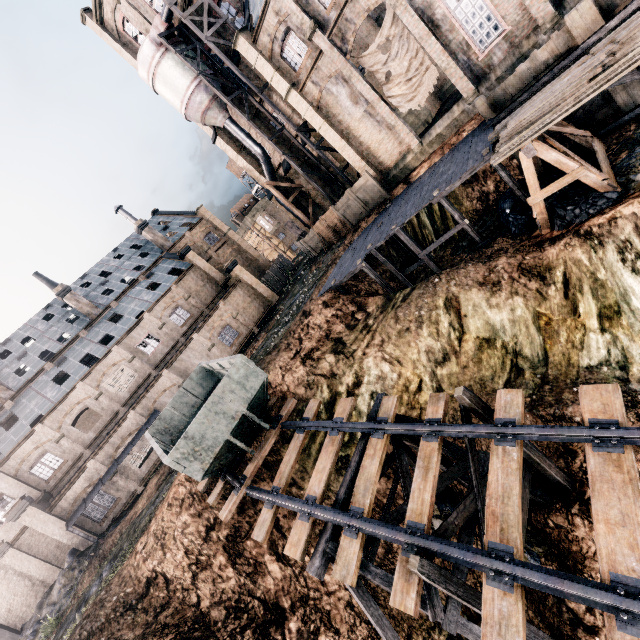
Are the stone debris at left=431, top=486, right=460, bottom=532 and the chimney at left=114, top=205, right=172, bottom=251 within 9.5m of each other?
no

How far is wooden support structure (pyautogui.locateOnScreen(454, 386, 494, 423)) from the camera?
9.22m

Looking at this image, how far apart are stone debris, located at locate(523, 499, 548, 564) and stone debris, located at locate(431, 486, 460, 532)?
1.29m

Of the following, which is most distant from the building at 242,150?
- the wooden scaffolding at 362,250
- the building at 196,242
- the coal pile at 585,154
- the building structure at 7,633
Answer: the building structure at 7,633

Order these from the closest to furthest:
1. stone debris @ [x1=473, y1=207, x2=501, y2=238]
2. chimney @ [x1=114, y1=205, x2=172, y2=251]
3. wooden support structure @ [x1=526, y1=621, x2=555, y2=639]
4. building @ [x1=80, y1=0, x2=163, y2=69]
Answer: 1. wooden support structure @ [x1=526, y1=621, x2=555, y2=639]
2. stone debris @ [x1=473, y1=207, x2=501, y2=238]
3. building @ [x1=80, y1=0, x2=163, y2=69]
4. chimney @ [x1=114, y1=205, x2=172, y2=251]

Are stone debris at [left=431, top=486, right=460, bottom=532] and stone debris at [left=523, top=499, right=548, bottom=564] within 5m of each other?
yes

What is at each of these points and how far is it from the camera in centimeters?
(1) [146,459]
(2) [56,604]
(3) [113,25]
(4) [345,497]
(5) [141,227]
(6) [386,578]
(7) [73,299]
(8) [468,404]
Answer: (1) building, 2855cm
(2) stone debris, 2106cm
(3) building, 3262cm
(4) wooden support structure, 1006cm
(5) chimney, 4228cm
(6) wooden support structure, 909cm
(7) chimney, 3659cm
(8) wooden support structure, 929cm

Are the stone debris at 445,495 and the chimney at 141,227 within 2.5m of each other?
no
